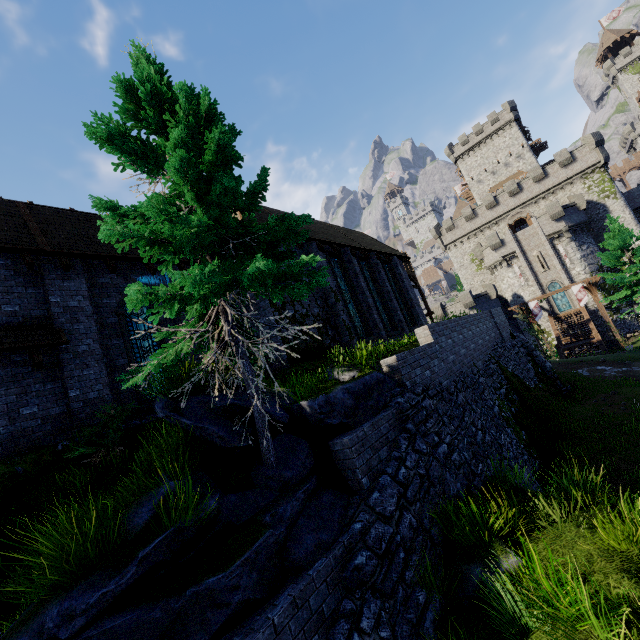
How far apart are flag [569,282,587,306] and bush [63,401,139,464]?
35.8 meters

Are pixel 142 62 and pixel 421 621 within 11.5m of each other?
no

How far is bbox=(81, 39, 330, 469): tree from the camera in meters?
4.8 m

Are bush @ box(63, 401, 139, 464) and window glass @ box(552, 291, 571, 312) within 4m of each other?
no

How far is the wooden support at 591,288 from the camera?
29.2m

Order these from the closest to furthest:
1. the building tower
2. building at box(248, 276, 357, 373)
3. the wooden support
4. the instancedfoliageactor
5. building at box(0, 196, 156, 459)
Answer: building at box(0, 196, 156, 459), building at box(248, 276, 357, 373), the instancedfoliageactor, the wooden support, the building tower

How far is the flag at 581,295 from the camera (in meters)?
29.49

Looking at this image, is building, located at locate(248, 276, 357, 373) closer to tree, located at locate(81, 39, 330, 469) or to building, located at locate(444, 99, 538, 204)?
tree, located at locate(81, 39, 330, 469)
